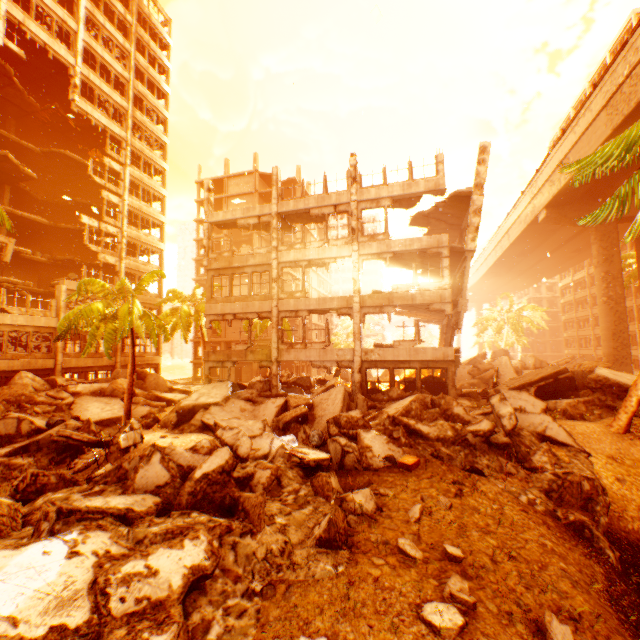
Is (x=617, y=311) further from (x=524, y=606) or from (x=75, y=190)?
(x=75, y=190)

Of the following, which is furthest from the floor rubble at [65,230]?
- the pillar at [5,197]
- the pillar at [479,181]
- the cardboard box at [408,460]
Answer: the cardboard box at [408,460]

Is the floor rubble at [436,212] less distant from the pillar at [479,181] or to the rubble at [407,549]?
the pillar at [479,181]

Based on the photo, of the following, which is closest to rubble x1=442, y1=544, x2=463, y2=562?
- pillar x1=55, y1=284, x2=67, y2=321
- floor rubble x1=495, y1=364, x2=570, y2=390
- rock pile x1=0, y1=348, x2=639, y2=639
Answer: rock pile x1=0, y1=348, x2=639, y2=639

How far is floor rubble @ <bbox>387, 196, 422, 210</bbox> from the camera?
18.5m

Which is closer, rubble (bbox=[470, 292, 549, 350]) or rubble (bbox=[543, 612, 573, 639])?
rubble (bbox=[543, 612, 573, 639])

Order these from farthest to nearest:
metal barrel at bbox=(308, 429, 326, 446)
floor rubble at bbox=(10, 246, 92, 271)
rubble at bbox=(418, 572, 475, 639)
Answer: floor rubble at bbox=(10, 246, 92, 271) → metal barrel at bbox=(308, 429, 326, 446) → rubble at bbox=(418, 572, 475, 639)

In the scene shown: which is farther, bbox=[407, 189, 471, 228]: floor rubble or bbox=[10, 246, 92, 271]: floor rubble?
bbox=[10, 246, 92, 271]: floor rubble
